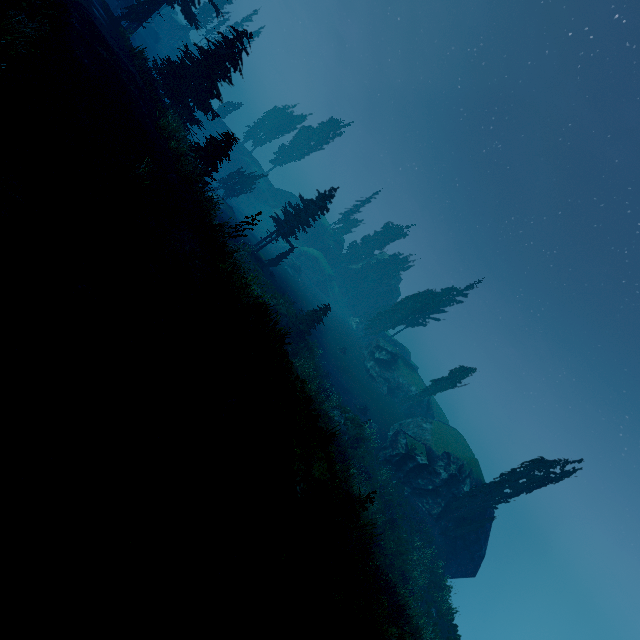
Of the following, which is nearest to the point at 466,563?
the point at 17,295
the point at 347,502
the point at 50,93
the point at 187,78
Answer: the point at 347,502

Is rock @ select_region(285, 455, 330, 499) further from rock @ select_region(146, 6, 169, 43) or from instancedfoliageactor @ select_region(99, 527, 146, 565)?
rock @ select_region(146, 6, 169, 43)

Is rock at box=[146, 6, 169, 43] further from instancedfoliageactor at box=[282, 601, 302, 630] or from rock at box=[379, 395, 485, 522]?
rock at box=[379, 395, 485, 522]

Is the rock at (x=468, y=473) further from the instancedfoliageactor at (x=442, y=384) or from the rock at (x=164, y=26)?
the rock at (x=164, y=26)

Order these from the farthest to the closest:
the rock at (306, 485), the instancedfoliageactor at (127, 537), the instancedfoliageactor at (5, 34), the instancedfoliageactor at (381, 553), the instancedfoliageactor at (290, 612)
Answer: the rock at (306, 485) < the instancedfoliageactor at (381, 553) < the instancedfoliageactor at (5, 34) < the instancedfoliageactor at (290, 612) < the instancedfoliageactor at (127, 537)

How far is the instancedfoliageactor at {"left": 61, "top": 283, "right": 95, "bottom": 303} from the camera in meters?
7.1
